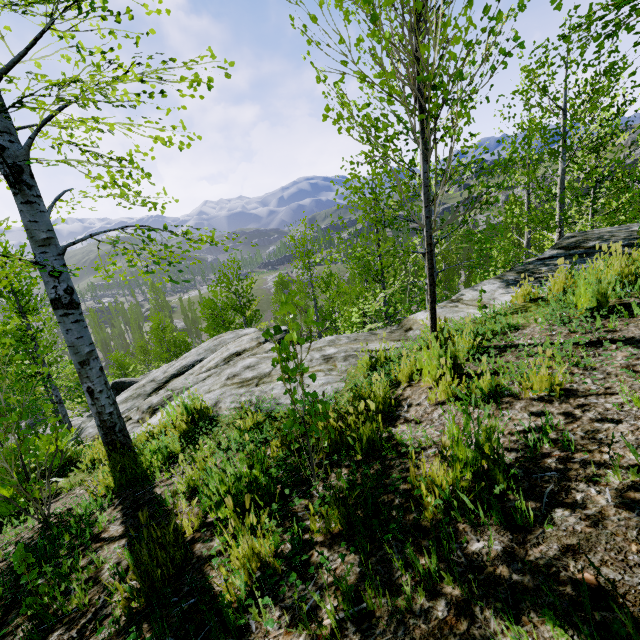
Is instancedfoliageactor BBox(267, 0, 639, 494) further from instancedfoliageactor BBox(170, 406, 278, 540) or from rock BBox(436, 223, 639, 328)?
instancedfoliageactor BBox(170, 406, 278, 540)

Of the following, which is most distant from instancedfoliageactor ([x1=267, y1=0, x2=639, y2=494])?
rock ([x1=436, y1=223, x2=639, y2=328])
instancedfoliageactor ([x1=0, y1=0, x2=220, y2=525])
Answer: instancedfoliageactor ([x1=0, y1=0, x2=220, y2=525])

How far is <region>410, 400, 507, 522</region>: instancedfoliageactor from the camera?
1.4 meters

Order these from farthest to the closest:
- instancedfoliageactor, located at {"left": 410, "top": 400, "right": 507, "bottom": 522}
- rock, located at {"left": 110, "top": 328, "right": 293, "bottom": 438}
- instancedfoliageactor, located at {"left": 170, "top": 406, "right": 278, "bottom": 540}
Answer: rock, located at {"left": 110, "top": 328, "right": 293, "bottom": 438} < instancedfoliageactor, located at {"left": 170, "top": 406, "right": 278, "bottom": 540} < instancedfoliageactor, located at {"left": 410, "top": 400, "right": 507, "bottom": 522}

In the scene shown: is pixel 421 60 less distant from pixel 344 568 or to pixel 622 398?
pixel 622 398

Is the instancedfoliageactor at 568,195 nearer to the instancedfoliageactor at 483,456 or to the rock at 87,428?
the rock at 87,428

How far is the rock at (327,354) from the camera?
4.4 meters
